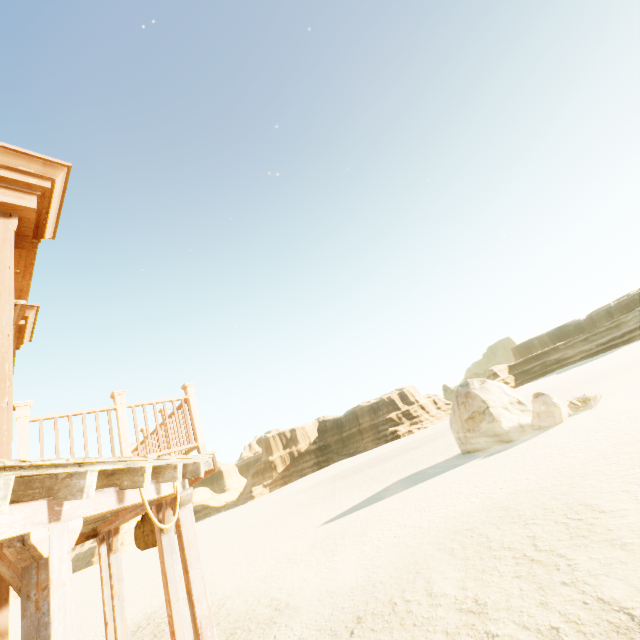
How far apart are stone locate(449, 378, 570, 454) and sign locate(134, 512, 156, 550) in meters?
17.5

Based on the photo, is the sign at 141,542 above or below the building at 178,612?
above

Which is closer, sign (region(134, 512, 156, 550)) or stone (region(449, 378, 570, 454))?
sign (region(134, 512, 156, 550))

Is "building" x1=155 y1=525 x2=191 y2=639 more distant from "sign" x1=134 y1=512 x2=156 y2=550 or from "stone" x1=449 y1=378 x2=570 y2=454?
"stone" x1=449 y1=378 x2=570 y2=454

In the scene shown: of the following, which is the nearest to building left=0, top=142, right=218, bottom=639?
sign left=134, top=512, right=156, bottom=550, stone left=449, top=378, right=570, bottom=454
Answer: sign left=134, top=512, right=156, bottom=550

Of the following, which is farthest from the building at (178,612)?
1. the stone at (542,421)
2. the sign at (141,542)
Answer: the stone at (542,421)

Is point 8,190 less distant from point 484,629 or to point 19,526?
point 19,526

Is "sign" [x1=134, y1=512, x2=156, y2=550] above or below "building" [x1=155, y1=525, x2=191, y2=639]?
above
